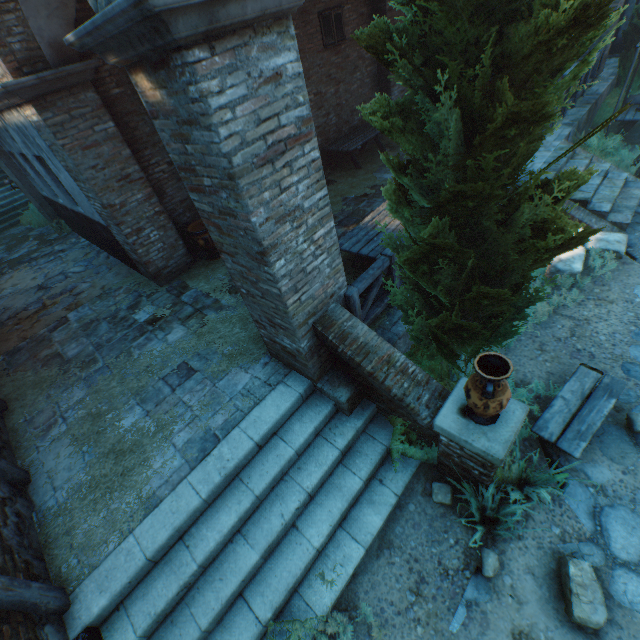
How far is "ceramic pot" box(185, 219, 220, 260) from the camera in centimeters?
727cm

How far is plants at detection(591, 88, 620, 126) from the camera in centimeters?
1059cm

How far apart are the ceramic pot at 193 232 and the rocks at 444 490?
6.49m

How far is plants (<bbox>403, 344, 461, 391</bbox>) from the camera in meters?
4.5 m

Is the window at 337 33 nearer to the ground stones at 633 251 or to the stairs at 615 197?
the stairs at 615 197

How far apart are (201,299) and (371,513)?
5.08m

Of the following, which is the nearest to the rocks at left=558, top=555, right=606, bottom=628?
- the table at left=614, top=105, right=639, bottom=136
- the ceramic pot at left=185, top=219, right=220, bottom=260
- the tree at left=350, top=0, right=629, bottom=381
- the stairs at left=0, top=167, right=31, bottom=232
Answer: the tree at left=350, top=0, right=629, bottom=381

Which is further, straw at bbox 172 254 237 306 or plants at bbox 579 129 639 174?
plants at bbox 579 129 639 174
